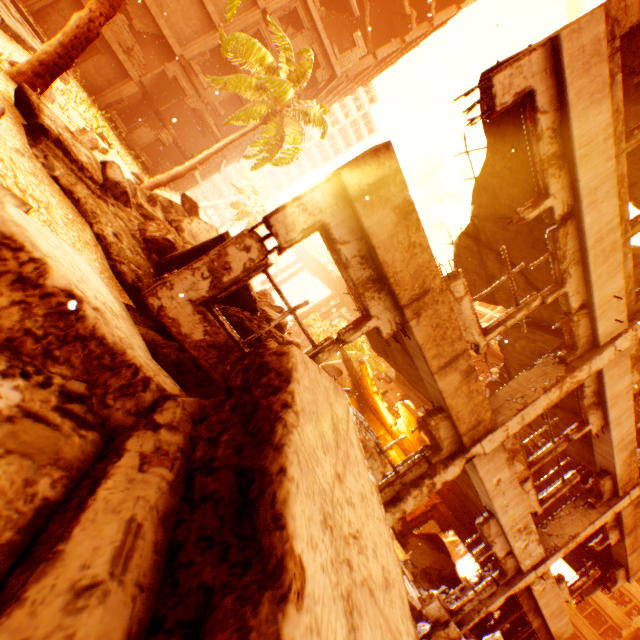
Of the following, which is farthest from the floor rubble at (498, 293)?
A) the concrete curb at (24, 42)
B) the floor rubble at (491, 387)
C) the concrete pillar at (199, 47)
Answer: the concrete pillar at (199, 47)

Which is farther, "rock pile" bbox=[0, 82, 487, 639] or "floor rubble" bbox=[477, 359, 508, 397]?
"floor rubble" bbox=[477, 359, 508, 397]

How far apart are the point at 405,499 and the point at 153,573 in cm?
462

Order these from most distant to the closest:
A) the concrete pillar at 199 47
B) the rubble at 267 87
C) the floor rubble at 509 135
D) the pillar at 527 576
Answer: the concrete pillar at 199 47 < the rubble at 267 87 < the pillar at 527 576 < the floor rubble at 509 135

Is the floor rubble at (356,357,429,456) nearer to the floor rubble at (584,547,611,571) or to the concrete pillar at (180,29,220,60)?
the floor rubble at (584,547,611,571)

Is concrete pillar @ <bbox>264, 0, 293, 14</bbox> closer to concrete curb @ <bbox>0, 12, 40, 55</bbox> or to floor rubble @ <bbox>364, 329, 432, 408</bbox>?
concrete curb @ <bbox>0, 12, 40, 55</bbox>

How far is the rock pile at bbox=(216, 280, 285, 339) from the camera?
4.49m

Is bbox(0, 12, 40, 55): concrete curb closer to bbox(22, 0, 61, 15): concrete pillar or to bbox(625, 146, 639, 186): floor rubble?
bbox(22, 0, 61, 15): concrete pillar
